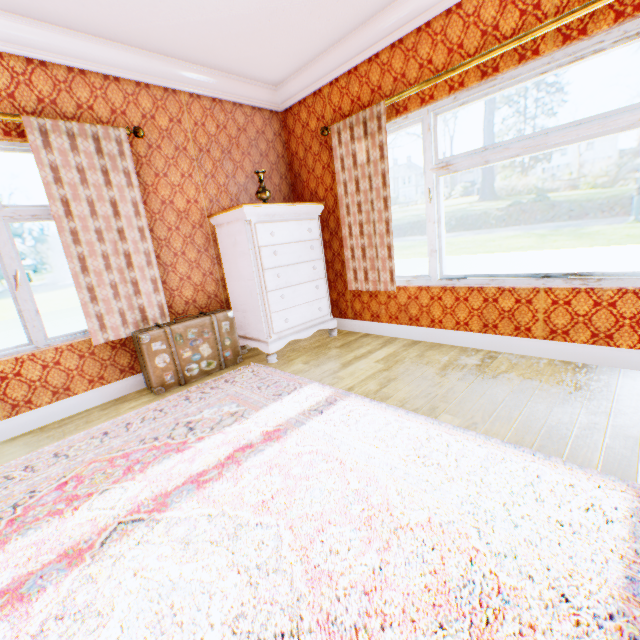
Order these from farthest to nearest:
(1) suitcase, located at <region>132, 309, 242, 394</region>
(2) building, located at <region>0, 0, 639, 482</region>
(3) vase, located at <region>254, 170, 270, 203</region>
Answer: (3) vase, located at <region>254, 170, 270, 203</region>, (1) suitcase, located at <region>132, 309, 242, 394</region>, (2) building, located at <region>0, 0, 639, 482</region>

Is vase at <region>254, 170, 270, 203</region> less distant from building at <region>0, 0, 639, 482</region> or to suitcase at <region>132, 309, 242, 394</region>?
building at <region>0, 0, 639, 482</region>

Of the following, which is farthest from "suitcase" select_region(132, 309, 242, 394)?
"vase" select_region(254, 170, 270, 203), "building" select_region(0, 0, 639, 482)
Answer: "vase" select_region(254, 170, 270, 203)

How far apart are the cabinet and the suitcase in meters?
0.2 m

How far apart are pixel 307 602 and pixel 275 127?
4.7 meters

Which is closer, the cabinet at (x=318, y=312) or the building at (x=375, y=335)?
the building at (x=375, y=335)

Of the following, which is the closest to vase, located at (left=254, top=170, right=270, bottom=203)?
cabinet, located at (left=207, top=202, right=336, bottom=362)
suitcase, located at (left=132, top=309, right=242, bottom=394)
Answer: cabinet, located at (left=207, top=202, right=336, bottom=362)

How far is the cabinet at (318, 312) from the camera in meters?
3.4
